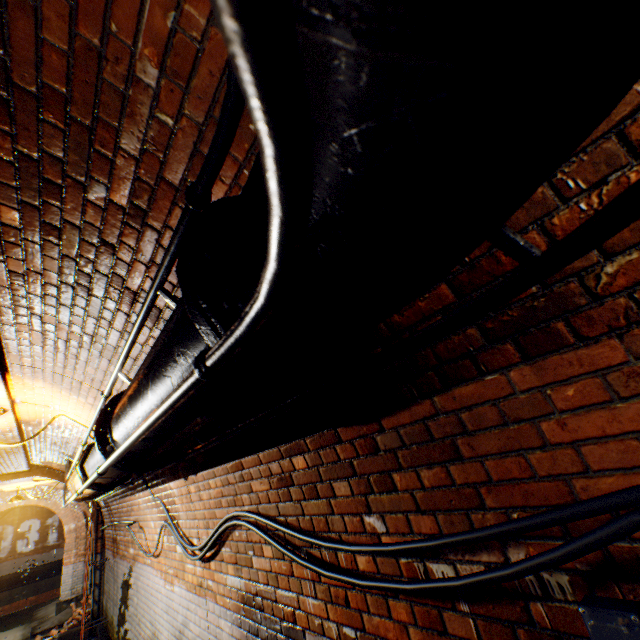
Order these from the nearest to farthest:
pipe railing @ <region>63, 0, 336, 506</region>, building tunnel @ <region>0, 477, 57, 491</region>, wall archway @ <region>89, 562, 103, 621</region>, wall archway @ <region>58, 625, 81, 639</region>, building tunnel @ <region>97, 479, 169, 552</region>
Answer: pipe railing @ <region>63, 0, 336, 506</region> → building tunnel @ <region>97, 479, 169, 552</region> → wall archway @ <region>58, 625, 81, 639</region> → wall archway @ <region>89, 562, 103, 621</region> → building tunnel @ <region>0, 477, 57, 491</region>

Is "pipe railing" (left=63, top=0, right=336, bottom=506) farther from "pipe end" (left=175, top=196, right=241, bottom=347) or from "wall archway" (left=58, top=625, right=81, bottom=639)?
"wall archway" (left=58, top=625, right=81, bottom=639)

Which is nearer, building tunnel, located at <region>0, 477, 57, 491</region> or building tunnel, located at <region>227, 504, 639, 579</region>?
building tunnel, located at <region>227, 504, 639, 579</region>

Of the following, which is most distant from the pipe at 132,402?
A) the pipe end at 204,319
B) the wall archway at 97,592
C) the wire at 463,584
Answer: the wall archway at 97,592

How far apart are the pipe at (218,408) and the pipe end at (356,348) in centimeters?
1cm

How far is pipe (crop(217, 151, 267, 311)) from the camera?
0.6m

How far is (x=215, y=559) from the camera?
3.2m

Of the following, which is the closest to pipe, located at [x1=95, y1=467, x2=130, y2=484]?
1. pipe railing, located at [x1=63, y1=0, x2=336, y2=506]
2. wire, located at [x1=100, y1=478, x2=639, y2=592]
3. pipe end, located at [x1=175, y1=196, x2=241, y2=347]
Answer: pipe railing, located at [x1=63, y1=0, x2=336, y2=506]
